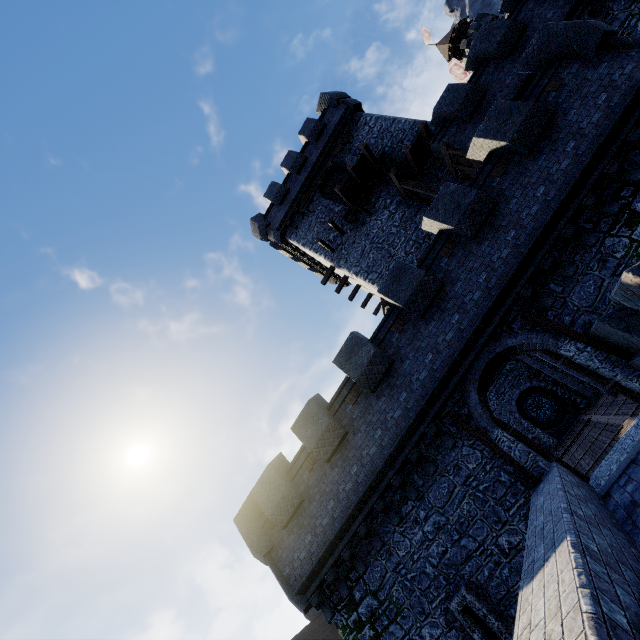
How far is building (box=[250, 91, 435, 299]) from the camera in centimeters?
1785cm

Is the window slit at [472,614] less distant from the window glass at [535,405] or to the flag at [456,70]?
the window glass at [535,405]

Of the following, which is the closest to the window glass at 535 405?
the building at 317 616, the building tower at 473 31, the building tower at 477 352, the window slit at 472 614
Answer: the building tower at 477 352

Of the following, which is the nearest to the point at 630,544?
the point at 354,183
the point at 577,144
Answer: the point at 577,144

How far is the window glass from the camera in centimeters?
2375cm

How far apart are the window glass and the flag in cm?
3150

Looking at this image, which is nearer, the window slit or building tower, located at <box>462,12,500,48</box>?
the window slit

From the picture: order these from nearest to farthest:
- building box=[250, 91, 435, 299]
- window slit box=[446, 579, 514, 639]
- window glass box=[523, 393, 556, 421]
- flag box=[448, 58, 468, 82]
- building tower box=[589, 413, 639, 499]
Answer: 1. building tower box=[589, 413, 639, 499]
2. window slit box=[446, 579, 514, 639]
3. building box=[250, 91, 435, 299]
4. window glass box=[523, 393, 556, 421]
5. flag box=[448, 58, 468, 82]
